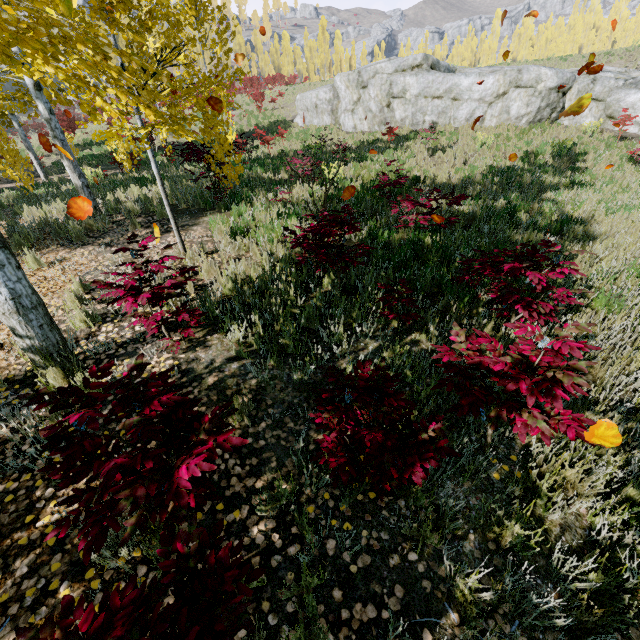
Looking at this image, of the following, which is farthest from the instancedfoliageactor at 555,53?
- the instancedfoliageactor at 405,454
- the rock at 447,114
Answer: the rock at 447,114

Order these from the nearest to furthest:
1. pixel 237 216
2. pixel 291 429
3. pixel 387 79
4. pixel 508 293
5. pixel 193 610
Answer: pixel 193 610
pixel 291 429
pixel 508 293
pixel 237 216
pixel 387 79

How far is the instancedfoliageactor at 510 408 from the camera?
2.01m

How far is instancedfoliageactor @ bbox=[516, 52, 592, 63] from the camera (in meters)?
24.21

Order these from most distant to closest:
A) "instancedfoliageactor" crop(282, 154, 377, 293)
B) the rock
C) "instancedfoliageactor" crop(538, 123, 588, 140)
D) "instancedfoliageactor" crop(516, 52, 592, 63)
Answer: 1. "instancedfoliageactor" crop(516, 52, 592, 63)
2. the rock
3. "instancedfoliageactor" crop(538, 123, 588, 140)
4. "instancedfoliageactor" crop(282, 154, 377, 293)

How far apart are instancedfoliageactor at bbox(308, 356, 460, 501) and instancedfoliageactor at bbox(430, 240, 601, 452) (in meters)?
0.21

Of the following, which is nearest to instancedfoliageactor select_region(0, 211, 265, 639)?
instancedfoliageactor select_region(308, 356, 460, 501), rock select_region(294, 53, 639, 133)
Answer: instancedfoliageactor select_region(308, 356, 460, 501)
